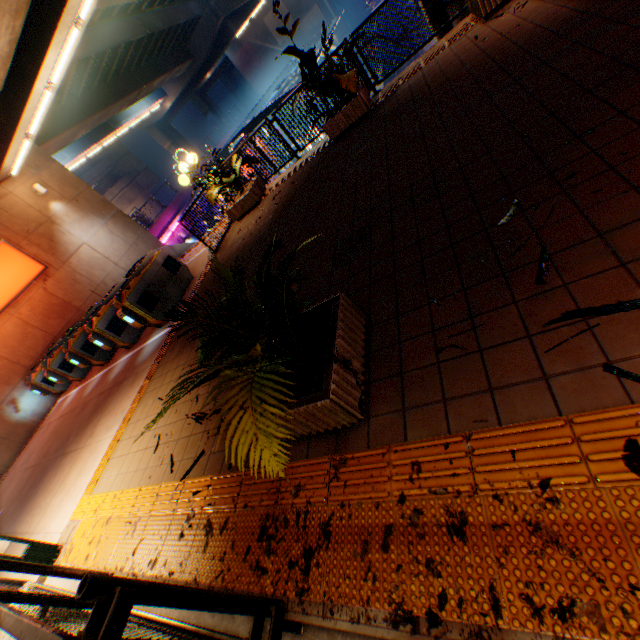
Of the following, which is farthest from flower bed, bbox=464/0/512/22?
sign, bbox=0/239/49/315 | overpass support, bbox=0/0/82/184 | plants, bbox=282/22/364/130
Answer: sign, bbox=0/239/49/315

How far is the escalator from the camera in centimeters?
1277cm

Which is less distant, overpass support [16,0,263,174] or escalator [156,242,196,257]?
escalator [156,242,196,257]

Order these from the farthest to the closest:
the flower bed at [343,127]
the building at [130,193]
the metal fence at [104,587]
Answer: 1. the building at [130,193]
2. the flower bed at [343,127]
3. the metal fence at [104,587]

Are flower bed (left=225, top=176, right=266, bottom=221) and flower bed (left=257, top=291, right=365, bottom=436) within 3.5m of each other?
no

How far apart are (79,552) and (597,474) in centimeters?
552cm

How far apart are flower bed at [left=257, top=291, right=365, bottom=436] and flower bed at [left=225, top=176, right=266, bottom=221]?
6.5m

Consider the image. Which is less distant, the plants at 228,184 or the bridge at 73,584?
the bridge at 73,584
